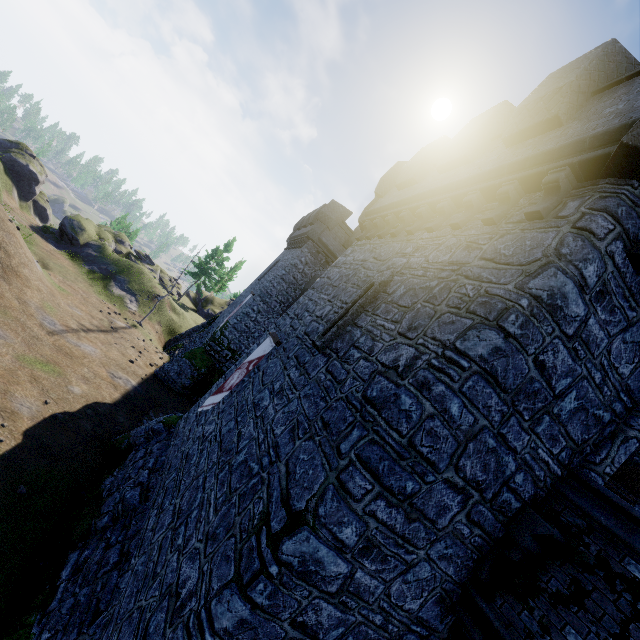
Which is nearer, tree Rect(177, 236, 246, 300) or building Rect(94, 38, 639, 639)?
building Rect(94, 38, 639, 639)

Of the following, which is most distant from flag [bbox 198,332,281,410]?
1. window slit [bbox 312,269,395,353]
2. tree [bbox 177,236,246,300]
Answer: tree [bbox 177,236,246,300]

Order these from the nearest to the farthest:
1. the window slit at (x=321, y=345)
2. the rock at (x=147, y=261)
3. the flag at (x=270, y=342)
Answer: the window slit at (x=321, y=345), the flag at (x=270, y=342), the rock at (x=147, y=261)

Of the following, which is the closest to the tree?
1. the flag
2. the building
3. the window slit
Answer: the building

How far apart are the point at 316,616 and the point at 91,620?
5.1 meters

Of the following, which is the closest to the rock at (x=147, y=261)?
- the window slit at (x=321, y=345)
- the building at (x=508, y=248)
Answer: the building at (x=508, y=248)

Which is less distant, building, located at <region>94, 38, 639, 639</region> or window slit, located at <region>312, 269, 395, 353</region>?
building, located at <region>94, 38, 639, 639</region>

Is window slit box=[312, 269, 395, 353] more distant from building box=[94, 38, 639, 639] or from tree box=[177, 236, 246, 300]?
tree box=[177, 236, 246, 300]
